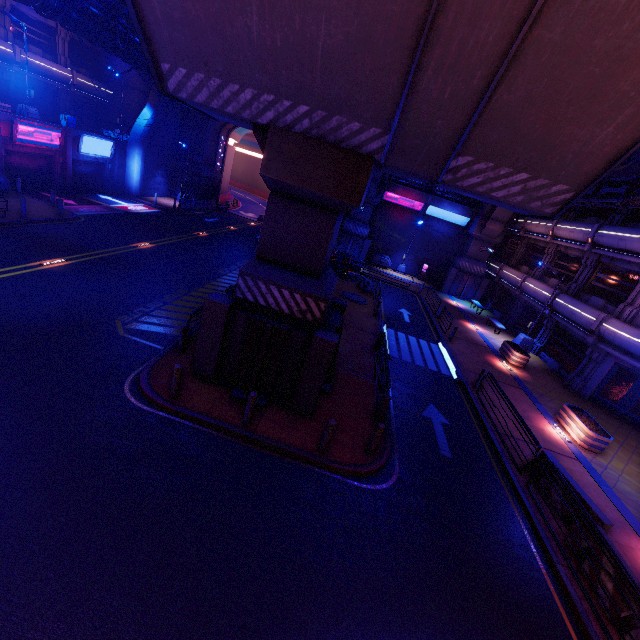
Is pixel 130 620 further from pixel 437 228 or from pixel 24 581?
pixel 437 228

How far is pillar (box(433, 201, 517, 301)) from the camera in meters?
31.0

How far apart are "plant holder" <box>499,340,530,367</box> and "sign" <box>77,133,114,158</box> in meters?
35.4

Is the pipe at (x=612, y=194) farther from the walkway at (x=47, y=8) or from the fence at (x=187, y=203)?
the fence at (x=187, y=203)

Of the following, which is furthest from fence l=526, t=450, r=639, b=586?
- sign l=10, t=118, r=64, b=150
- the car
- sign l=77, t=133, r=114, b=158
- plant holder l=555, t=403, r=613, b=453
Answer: sign l=77, t=133, r=114, b=158

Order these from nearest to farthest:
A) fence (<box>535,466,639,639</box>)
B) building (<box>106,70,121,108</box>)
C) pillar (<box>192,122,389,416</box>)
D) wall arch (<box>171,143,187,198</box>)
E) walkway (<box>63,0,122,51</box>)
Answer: fence (<box>535,466,639,639</box>), pillar (<box>192,122,389,416</box>), walkway (<box>63,0,122,51</box>), building (<box>106,70,121,108</box>), wall arch (<box>171,143,187,198</box>)

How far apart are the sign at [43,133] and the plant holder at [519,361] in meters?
35.1

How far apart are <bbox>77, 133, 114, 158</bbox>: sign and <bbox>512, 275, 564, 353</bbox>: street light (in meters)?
37.24
